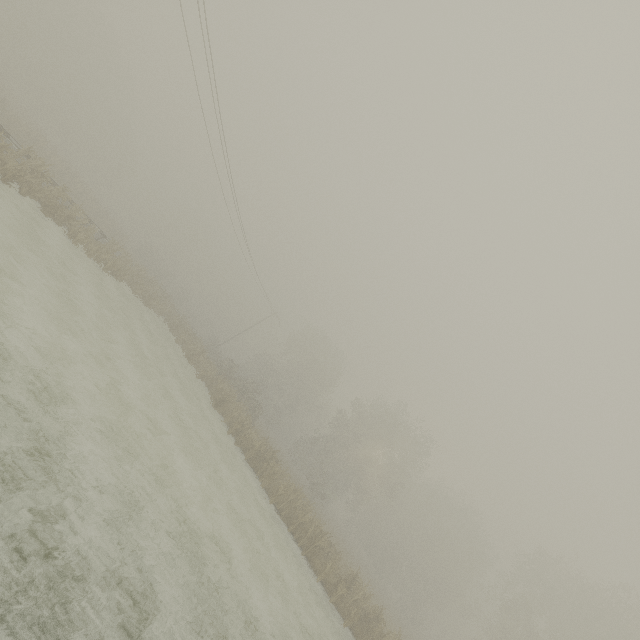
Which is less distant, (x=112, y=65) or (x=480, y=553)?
(x=480, y=553)
